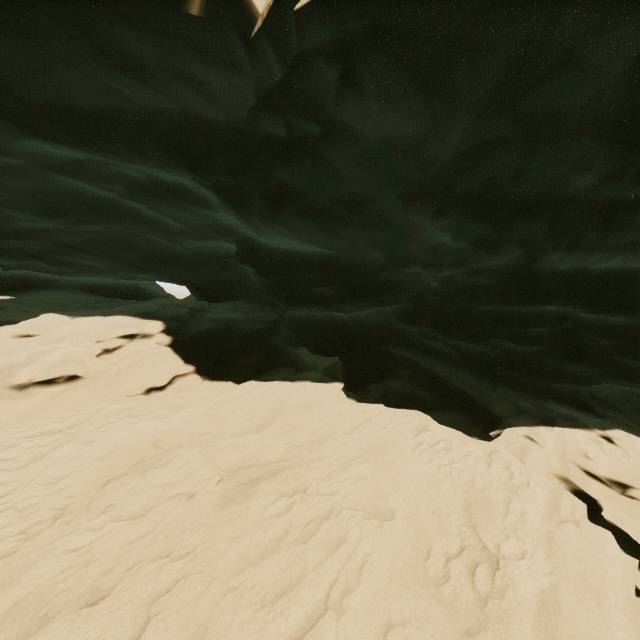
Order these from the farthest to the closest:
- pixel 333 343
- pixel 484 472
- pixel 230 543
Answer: pixel 333 343, pixel 484 472, pixel 230 543
